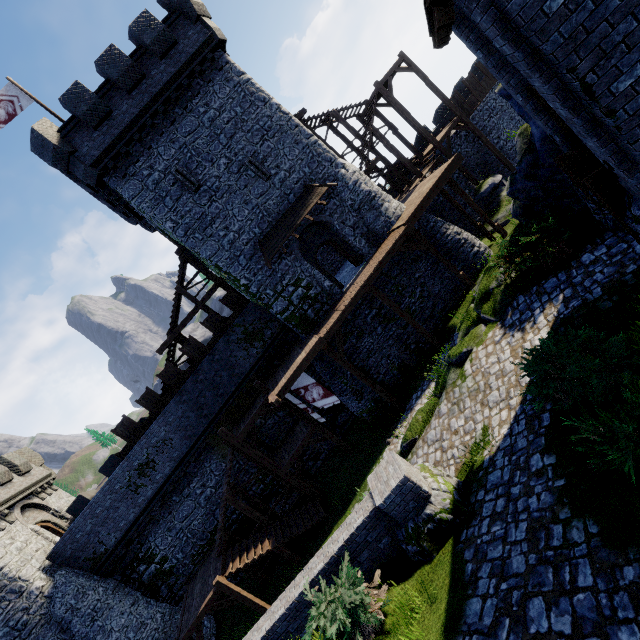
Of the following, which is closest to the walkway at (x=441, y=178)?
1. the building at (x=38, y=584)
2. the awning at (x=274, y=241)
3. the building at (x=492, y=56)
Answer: the awning at (x=274, y=241)

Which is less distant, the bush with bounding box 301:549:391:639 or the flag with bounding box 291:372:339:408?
the bush with bounding box 301:549:391:639

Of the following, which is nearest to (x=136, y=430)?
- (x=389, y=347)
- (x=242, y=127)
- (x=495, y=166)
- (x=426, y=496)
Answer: (x=389, y=347)

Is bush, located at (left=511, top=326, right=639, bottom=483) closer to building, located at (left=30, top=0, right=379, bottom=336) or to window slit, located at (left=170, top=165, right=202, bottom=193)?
building, located at (left=30, top=0, right=379, bottom=336)

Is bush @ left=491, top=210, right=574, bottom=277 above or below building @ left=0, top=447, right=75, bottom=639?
below

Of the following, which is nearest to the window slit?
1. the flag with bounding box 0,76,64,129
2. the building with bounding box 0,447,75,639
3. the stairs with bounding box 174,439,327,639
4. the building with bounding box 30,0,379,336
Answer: the building with bounding box 30,0,379,336

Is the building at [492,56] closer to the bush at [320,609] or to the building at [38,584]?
the bush at [320,609]

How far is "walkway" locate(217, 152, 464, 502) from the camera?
16.6 meters
